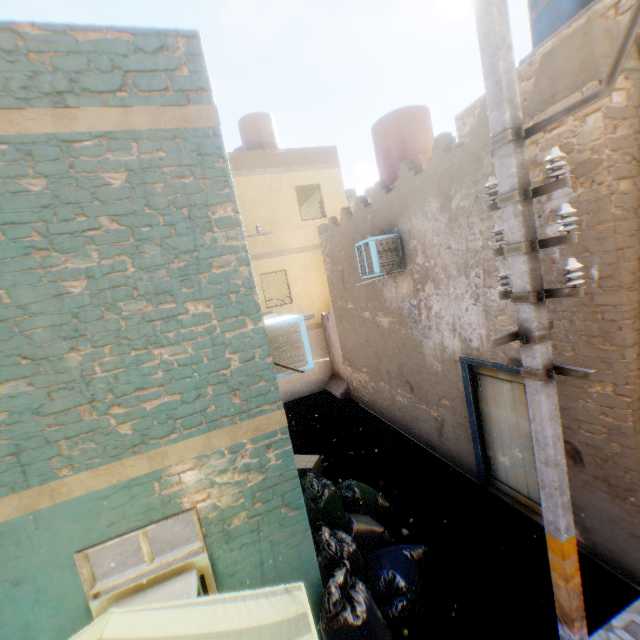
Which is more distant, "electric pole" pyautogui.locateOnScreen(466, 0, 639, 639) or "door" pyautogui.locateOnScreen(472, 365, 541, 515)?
"door" pyautogui.locateOnScreen(472, 365, 541, 515)

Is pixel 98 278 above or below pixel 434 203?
below

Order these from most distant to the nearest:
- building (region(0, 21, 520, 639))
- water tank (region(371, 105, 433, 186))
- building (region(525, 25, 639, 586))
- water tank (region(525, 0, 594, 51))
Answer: water tank (region(371, 105, 433, 186)) < water tank (region(525, 0, 594, 51)) < building (region(525, 25, 639, 586)) < building (region(0, 21, 520, 639))

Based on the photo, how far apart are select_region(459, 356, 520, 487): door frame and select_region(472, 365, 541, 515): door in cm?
1

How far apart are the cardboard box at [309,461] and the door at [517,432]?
3.62m

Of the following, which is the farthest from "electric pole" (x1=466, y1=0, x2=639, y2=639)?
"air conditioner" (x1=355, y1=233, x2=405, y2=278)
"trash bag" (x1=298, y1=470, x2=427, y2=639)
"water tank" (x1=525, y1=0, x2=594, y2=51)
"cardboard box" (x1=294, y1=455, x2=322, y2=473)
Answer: "water tank" (x1=525, y1=0, x2=594, y2=51)

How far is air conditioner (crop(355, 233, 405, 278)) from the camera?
6.8m

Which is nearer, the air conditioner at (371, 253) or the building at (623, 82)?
the building at (623, 82)
